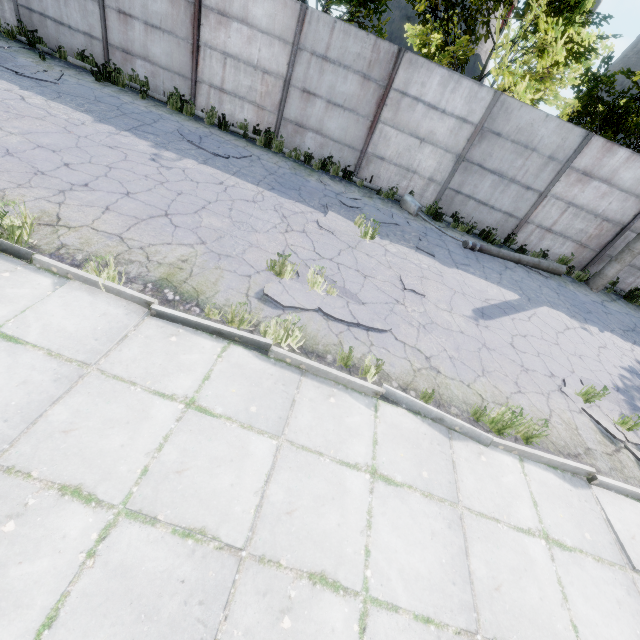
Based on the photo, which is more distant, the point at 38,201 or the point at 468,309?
the point at 468,309

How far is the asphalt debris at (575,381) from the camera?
5.6m

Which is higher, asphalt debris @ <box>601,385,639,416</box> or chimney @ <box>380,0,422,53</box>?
chimney @ <box>380,0,422,53</box>

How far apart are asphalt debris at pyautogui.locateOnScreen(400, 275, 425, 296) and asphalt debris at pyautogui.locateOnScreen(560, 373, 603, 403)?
2.9m

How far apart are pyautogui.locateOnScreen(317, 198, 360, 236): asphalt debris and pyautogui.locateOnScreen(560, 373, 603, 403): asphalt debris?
4.0m

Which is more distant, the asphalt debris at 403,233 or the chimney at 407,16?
the chimney at 407,16

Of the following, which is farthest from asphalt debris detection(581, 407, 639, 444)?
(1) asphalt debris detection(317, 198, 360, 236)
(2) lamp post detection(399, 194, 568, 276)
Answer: (2) lamp post detection(399, 194, 568, 276)

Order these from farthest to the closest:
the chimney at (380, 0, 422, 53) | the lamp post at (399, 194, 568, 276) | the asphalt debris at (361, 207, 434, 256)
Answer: the chimney at (380, 0, 422, 53) < the lamp post at (399, 194, 568, 276) < the asphalt debris at (361, 207, 434, 256)
